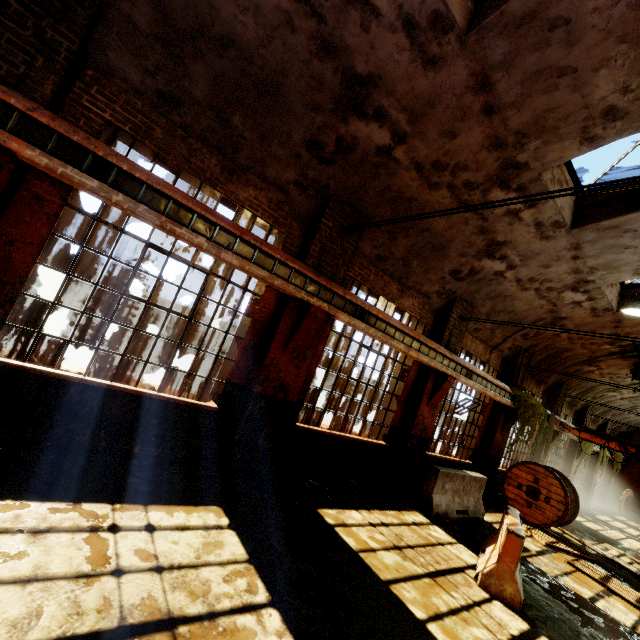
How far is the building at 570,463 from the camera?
17.5 meters

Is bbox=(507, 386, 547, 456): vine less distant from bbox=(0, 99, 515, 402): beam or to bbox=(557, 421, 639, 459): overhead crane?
bbox=(0, 99, 515, 402): beam

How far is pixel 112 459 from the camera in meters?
4.7 m

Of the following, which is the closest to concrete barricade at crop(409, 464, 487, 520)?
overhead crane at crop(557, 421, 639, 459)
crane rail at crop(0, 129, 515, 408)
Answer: crane rail at crop(0, 129, 515, 408)

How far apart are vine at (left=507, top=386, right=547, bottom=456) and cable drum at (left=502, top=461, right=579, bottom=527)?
0.4 meters

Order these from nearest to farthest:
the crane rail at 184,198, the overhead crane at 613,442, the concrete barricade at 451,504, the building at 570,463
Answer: the crane rail at 184,198 → the concrete barricade at 451,504 → the overhead crane at 613,442 → the building at 570,463

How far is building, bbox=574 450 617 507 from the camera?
20.22m

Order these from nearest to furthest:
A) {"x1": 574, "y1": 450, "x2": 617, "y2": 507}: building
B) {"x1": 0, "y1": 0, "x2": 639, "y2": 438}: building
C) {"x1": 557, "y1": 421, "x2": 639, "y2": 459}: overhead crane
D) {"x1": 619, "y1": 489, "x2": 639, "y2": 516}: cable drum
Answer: {"x1": 0, "y1": 0, "x2": 639, "y2": 438}: building < {"x1": 557, "y1": 421, "x2": 639, "y2": 459}: overhead crane < {"x1": 574, "y1": 450, "x2": 617, "y2": 507}: building < {"x1": 619, "y1": 489, "x2": 639, "y2": 516}: cable drum
